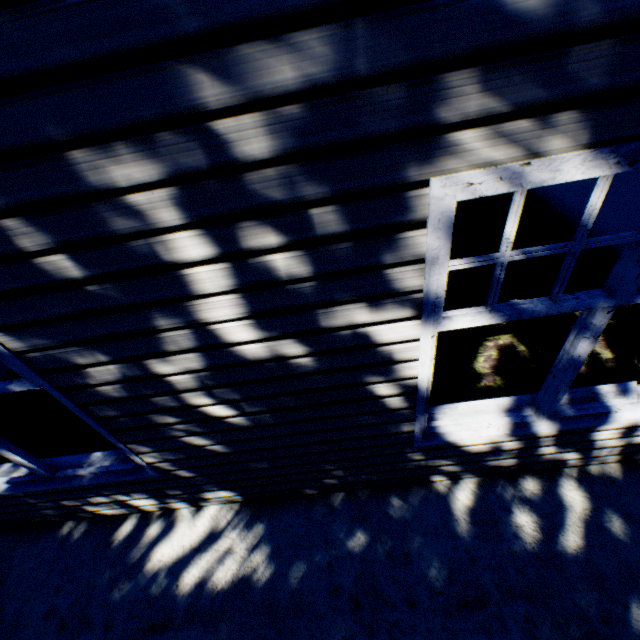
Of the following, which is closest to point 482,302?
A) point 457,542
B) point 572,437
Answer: point 572,437
